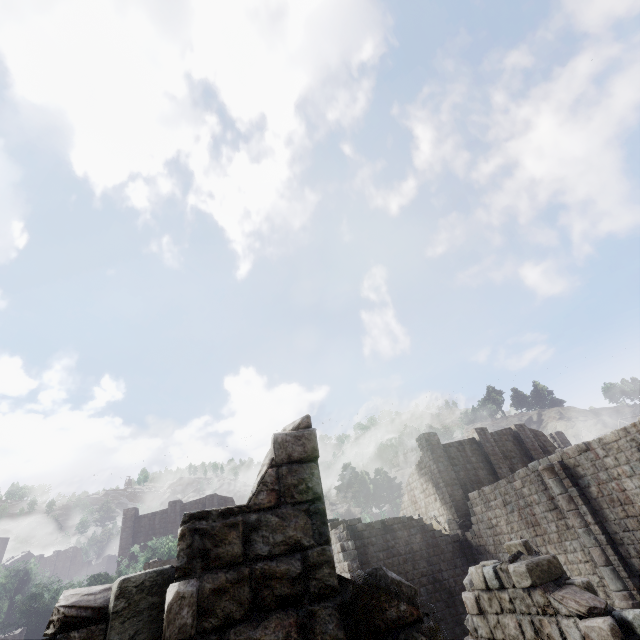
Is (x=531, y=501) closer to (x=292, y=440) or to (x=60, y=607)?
(x=292, y=440)
